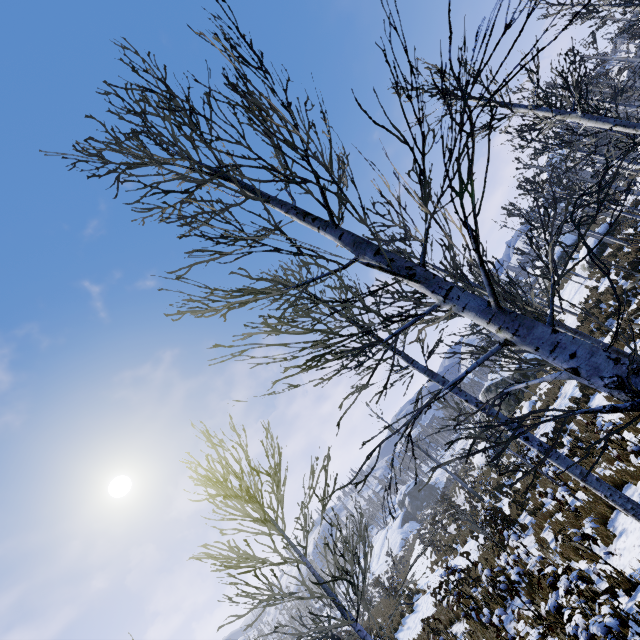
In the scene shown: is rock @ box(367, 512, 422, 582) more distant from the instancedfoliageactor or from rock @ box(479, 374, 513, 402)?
the instancedfoliageactor

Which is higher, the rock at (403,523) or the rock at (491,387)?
the rock at (491,387)

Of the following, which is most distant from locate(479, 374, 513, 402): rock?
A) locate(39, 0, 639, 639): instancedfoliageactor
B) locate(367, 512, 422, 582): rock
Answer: locate(367, 512, 422, 582): rock

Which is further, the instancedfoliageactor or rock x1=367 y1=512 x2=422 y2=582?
rock x1=367 y1=512 x2=422 y2=582

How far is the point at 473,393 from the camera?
21.1m

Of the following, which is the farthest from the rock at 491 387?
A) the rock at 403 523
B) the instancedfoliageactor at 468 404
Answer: the rock at 403 523

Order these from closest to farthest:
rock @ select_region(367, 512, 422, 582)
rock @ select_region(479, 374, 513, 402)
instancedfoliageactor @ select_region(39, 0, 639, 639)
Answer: instancedfoliageactor @ select_region(39, 0, 639, 639), rock @ select_region(479, 374, 513, 402), rock @ select_region(367, 512, 422, 582)
